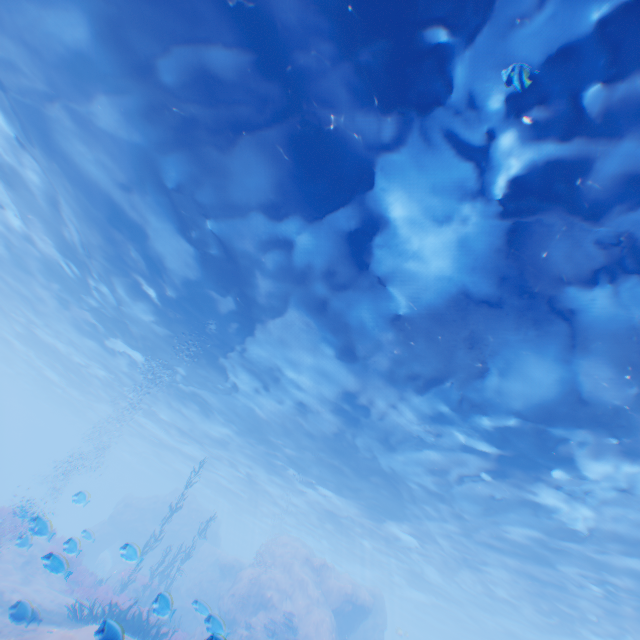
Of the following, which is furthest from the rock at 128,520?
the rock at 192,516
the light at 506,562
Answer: the light at 506,562

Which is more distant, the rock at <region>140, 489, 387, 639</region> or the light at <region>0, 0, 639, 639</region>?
the rock at <region>140, 489, 387, 639</region>

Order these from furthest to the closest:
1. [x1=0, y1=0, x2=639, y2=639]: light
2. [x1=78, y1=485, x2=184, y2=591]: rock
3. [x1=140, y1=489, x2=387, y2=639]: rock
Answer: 1. [x1=78, y1=485, x2=184, y2=591]: rock
2. [x1=140, y1=489, x2=387, y2=639]: rock
3. [x1=0, y1=0, x2=639, y2=639]: light

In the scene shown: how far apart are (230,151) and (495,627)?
49.3 meters

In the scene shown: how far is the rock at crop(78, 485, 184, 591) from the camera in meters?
21.4

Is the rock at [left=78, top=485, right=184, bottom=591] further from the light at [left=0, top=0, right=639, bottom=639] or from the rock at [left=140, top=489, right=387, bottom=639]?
the light at [left=0, top=0, right=639, bottom=639]

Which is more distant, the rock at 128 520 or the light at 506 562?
the rock at 128 520

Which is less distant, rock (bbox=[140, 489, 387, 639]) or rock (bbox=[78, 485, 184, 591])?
rock (bbox=[140, 489, 387, 639])
